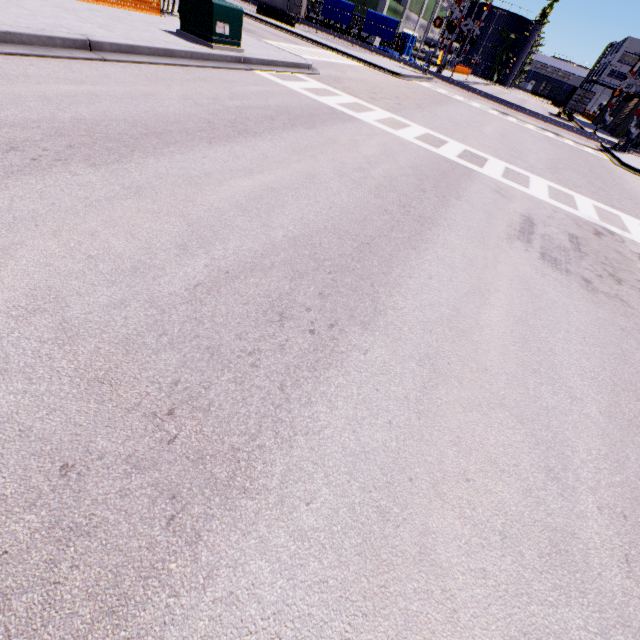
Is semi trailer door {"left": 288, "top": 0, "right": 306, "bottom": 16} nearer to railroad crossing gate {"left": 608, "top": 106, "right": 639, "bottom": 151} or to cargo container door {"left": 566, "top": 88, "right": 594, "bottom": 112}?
railroad crossing gate {"left": 608, "top": 106, "right": 639, "bottom": 151}

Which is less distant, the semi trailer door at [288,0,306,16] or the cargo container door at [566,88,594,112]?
the semi trailer door at [288,0,306,16]

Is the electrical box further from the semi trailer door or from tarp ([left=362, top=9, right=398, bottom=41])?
the semi trailer door

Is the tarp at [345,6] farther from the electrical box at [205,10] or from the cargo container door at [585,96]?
the electrical box at [205,10]

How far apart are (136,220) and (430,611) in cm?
391

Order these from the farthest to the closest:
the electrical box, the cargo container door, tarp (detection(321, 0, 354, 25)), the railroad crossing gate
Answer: the cargo container door < tarp (detection(321, 0, 354, 25)) < the railroad crossing gate < the electrical box

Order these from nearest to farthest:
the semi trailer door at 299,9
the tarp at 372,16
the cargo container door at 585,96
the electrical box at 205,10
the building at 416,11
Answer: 1. the electrical box at 205,10
2. the semi trailer door at 299,9
3. the tarp at 372,16
4. the cargo container door at 585,96
5. the building at 416,11

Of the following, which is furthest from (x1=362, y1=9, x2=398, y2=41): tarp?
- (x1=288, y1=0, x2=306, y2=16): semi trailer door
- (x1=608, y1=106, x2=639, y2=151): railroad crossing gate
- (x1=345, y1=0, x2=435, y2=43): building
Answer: (x1=608, y1=106, x2=639, y2=151): railroad crossing gate
